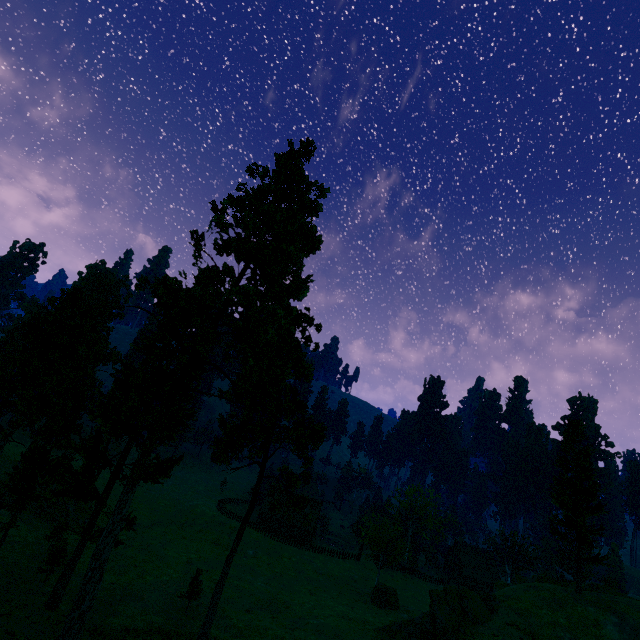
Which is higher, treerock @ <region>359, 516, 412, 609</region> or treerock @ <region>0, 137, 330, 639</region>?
treerock @ <region>0, 137, 330, 639</region>

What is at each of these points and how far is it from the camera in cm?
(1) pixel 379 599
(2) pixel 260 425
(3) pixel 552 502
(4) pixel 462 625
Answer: (1) treerock, 4262
(2) treerock, 3064
(3) treerock, 3388
(4) rock, 2497

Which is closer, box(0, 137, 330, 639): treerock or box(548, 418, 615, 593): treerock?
box(0, 137, 330, 639): treerock

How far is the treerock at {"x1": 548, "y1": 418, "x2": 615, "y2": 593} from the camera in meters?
31.4

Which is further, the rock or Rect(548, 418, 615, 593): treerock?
Rect(548, 418, 615, 593): treerock

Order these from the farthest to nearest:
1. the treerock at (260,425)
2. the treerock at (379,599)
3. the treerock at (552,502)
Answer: the treerock at (379,599) → the treerock at (552,502) → the treerock at (260,425)

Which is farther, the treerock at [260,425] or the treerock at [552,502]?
the treerock at [552,502]

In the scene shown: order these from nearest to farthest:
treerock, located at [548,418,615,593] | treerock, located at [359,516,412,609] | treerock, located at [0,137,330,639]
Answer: treerock, located at [0,137,330,639]
treerock, located at [548,418,615,593]
treerock, located at [359,516,412,609]
